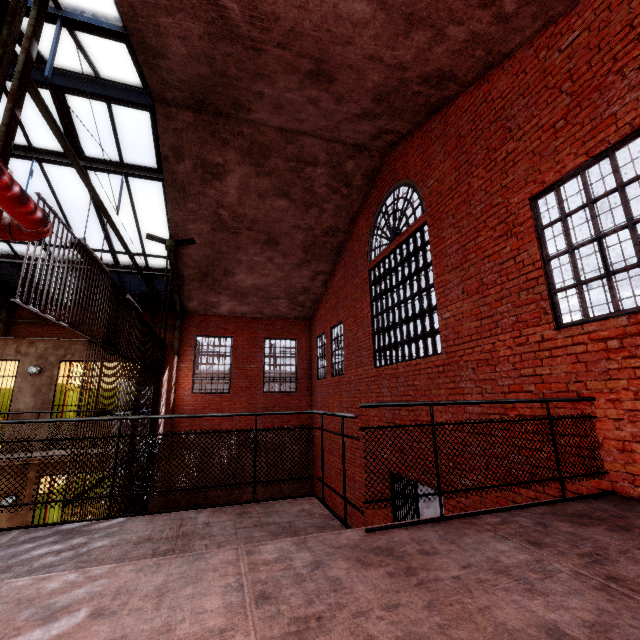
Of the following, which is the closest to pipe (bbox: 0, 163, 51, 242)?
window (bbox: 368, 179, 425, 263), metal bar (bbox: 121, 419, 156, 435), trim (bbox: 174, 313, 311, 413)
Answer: metal bar (bbox: 121, 419, 156, 435)

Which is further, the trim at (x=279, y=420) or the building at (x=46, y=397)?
the trim at (x=279, y=420)

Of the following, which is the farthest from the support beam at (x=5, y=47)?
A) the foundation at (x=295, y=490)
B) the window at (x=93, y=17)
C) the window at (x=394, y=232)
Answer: the window at (x=394, y=232)

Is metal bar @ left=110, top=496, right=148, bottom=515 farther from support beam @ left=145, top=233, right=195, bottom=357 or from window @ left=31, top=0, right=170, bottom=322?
window @ left=31, top=0, right=170, bottom=322

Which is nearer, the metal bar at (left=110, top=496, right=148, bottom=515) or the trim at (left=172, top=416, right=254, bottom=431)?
the metal bar at (left=110, top=496, right=148, bottom=515)

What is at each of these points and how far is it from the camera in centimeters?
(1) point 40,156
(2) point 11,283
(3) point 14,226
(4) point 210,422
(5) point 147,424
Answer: (1) window, 812cm
(2) window, 1184cm
(3) pipe, 259cm
(4) trim, 1347cm
(5) metal bar, 816cm

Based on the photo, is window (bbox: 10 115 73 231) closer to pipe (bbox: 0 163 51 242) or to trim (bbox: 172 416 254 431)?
trim (bbox: 172 416 254 431)

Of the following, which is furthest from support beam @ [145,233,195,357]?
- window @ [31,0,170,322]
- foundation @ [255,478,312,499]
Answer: foundation @ [255,478,312,499]
